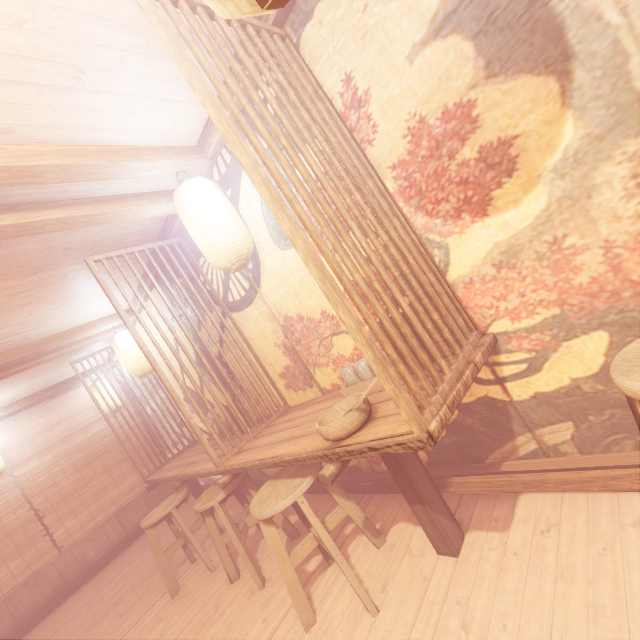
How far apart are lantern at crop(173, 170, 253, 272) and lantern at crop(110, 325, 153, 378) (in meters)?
4.30

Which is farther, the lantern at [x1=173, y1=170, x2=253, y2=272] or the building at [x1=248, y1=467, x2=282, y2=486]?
the building at [x1=248, y1=467, x2=282, y2=486]

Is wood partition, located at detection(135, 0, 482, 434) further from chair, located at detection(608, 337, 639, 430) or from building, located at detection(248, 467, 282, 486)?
chair, located at detection(608, 337, 639, 430)

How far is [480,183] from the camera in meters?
2.6 m

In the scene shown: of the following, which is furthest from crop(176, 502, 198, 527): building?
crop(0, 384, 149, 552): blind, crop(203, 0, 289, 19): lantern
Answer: crop(203, 0, 289, 19): lantern

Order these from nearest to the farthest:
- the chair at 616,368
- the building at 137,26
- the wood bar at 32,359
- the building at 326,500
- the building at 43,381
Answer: the chair at 616,368 → the building at 137,26 → the building at 326,500 → the wood bar at 32,359 → the building at 43,381

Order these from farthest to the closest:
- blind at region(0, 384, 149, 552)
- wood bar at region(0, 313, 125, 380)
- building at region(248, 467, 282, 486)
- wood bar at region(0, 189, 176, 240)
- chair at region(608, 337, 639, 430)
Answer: blind at region(0, 384, 149, 552) → building at region(248, 467, 282, 486) → wood bar at region(0, 313, 125, 380) → wood bar at region(0, 189, 176, 240) → chair at region(608, 337, 639, 430)

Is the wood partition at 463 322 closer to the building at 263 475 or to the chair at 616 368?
the building at 263 475
